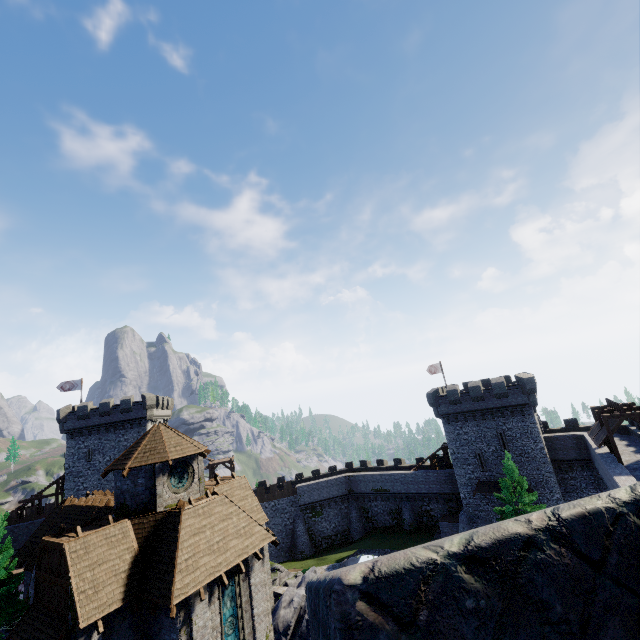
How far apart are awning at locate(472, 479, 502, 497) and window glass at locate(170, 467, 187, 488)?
31.4 meters

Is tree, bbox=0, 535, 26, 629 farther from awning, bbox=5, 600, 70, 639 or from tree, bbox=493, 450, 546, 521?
tree, bbox=493, 450, 546, 521

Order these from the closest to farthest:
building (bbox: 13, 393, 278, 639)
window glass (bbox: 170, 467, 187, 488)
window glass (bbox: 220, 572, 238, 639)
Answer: building (bbox: 13, 393, 278, 639), window glass (bbox: 220, 572, 238, 639), window glass (bbox: 170, 467, 187, 488)

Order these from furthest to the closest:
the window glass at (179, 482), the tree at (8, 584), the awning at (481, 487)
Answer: the awning at (481, 487) < the tree at (8, 584) < the window glass at (179, 482)

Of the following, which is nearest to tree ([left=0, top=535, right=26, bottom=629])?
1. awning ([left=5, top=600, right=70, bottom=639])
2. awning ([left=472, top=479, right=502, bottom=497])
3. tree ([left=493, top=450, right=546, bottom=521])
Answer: awning ([left=5, top=600, right=70, bottom=639])

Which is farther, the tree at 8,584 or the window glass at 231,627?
the tree at 8,584

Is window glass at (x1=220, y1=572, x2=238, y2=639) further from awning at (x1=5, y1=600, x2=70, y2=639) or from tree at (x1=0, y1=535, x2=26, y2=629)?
tree at (x1=0, y1=535, x2=26, y2=629)

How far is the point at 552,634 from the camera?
1.0m
